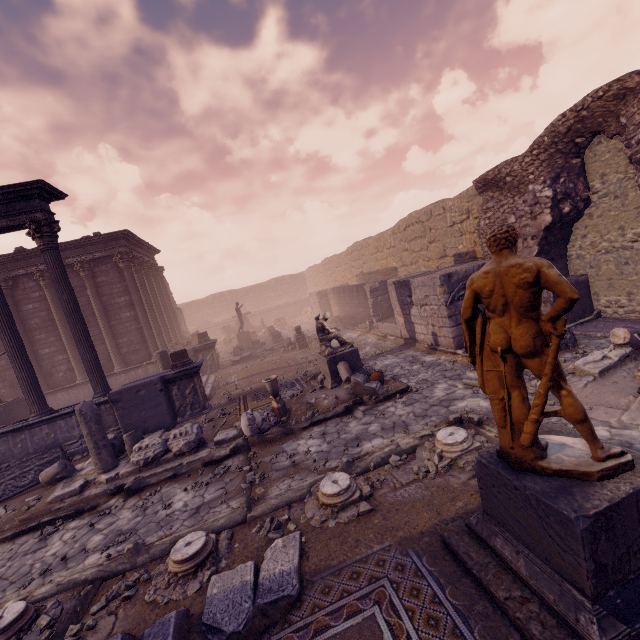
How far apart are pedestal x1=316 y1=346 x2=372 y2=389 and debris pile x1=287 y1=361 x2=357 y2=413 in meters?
0.0 m

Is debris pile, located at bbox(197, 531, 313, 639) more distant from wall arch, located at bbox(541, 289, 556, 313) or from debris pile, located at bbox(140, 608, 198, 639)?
wall arch, located at bbox(541, 289, 556, 313)

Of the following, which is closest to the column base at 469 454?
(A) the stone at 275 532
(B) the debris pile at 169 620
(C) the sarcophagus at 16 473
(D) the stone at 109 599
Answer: (A) the stone at 275 532

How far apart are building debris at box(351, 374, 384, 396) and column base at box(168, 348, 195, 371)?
5.3m

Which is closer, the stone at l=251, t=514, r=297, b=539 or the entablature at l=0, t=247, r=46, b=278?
the stone at l=251, t=514, r=297, b=539

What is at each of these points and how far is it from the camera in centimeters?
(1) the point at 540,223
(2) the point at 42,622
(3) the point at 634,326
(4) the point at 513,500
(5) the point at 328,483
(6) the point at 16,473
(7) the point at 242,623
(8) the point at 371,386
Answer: (1) wall arch, 928cm
(2) stone, 387cm
(3) wall arch, 837cm
(4) pedestal, 294cm
(5) column base, 481cm
(6) sarcophagus, 830cm
(7) debris pile, 312cm
(8) building debris, 841cm

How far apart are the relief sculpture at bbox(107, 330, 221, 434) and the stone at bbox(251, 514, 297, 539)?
6.3m

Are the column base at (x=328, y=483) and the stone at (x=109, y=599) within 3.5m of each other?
yes
